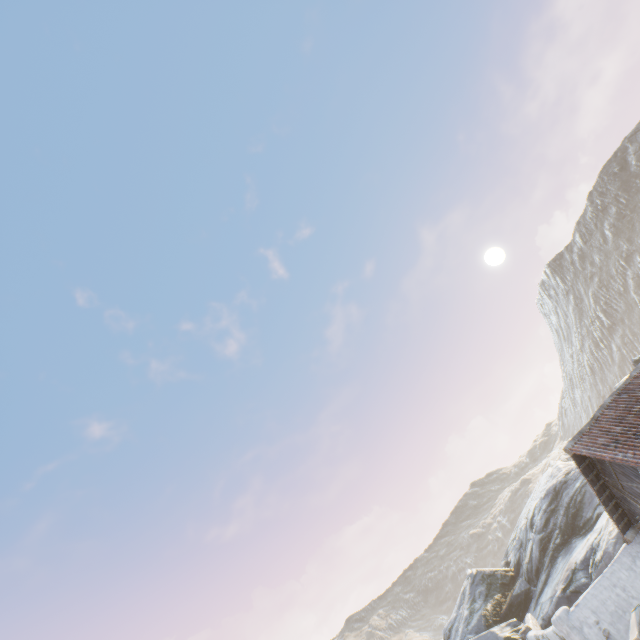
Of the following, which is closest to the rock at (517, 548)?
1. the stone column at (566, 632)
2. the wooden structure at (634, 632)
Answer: the stone column at (566, 632)

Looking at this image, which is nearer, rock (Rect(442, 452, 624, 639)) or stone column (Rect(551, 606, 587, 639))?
stone column (Rect(551, 606, 587, 639))

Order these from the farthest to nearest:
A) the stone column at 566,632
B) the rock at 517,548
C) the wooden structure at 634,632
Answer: the rock at 517,548
the stone column at 566,632
the wooden structure at 634,632

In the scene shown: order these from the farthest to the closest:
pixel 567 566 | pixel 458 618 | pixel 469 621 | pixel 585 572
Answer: pixel 458 618
pixel 469 621
pixel 567 566
pixel 585 572

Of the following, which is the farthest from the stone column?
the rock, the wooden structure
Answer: the wooden structure

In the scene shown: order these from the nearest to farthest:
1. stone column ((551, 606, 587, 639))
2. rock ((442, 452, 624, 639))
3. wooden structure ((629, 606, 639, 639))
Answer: wooden structure ((629, 606, 639, 639)) < stone column ((551, 606, 587, 639)) < rock ((442, 452, 624, 639))
